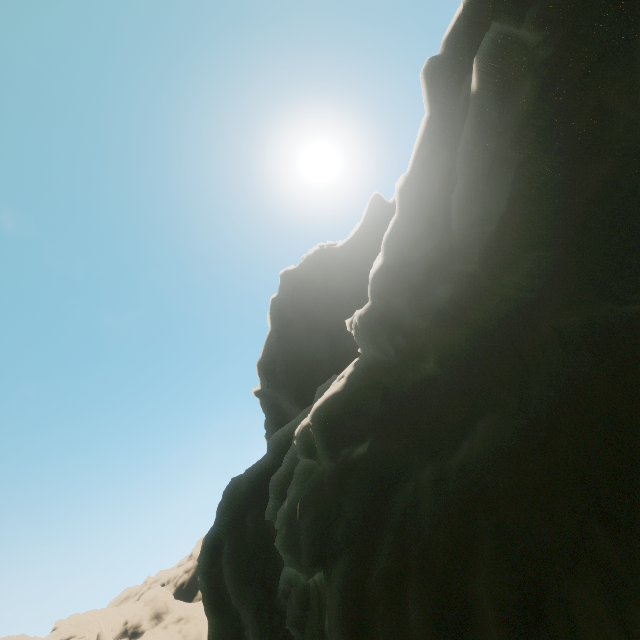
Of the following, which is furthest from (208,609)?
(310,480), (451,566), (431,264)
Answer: (431,264)
